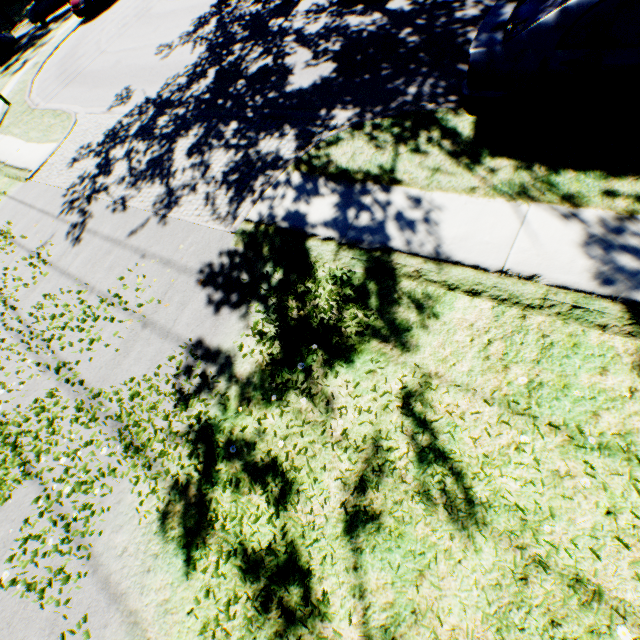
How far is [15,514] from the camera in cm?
454

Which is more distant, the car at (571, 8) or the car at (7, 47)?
the car at (7, 47)

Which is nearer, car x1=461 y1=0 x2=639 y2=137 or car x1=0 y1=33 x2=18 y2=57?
car x1=461 y1=0 x2=639 y2=137
